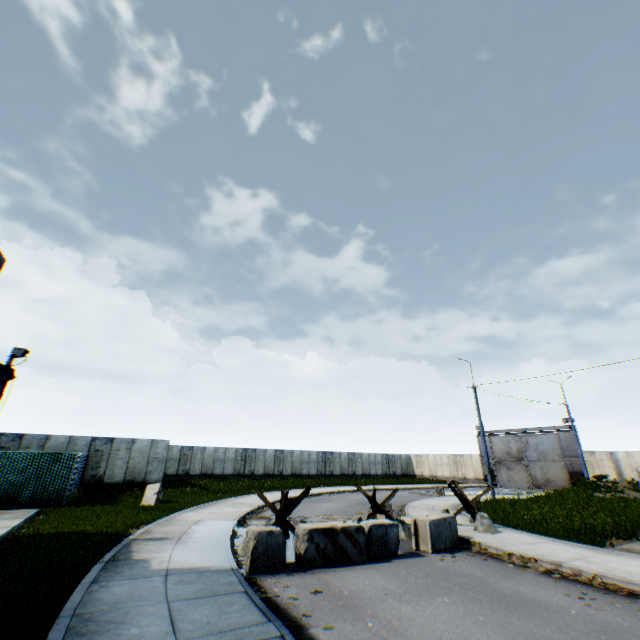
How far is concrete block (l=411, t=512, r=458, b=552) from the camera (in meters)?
9.69

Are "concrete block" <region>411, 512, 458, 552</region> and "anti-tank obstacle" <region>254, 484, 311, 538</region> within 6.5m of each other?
yes

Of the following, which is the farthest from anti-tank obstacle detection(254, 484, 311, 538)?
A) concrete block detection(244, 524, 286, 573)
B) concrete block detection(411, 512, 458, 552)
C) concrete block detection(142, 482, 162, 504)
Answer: concrete block detection(142, 482, 162, 504)

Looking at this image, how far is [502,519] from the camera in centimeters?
1404cm

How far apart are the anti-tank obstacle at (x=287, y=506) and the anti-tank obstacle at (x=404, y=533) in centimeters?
191cm

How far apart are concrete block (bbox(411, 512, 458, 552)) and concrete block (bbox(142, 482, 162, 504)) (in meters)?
13.19

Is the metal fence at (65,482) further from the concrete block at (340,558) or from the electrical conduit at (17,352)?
the concrete block at (340,558)

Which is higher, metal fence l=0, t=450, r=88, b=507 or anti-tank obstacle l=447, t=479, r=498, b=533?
metal fence l=0, t=450, r=88, b=507
